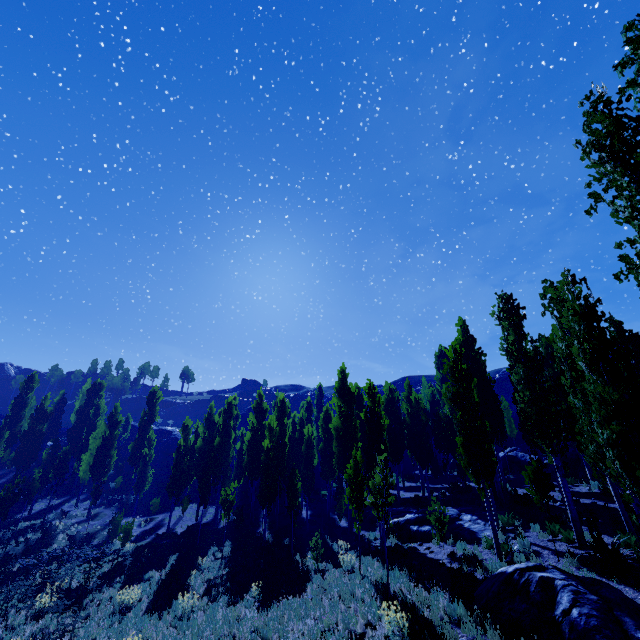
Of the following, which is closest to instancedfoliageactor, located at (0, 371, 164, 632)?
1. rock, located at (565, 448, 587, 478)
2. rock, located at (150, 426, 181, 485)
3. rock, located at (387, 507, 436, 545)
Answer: rock, located at (387, 507, 436, 545)

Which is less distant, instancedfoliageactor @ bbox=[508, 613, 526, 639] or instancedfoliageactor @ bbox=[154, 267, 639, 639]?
instancedfoliageactor @ bbox=[508, 613, 526, 639]

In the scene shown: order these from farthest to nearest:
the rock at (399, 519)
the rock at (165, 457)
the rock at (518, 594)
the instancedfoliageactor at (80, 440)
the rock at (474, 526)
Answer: the rock at (165, 457)
the instancedfoliageactor at (80, 440)
the rock at (399, 519)
the rock at (474, 526)
the rock at (518, 594)

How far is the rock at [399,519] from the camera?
16.2m

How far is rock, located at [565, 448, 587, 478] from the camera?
23.2m

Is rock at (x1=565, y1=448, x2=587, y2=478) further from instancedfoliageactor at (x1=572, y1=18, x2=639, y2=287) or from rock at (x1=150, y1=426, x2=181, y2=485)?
rock at (x1=150, y1=426, x2=181, y2=485)

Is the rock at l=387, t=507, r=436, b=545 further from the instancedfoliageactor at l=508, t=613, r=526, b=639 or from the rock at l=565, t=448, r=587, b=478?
the rock at l=565, t=448, r=587, b=478

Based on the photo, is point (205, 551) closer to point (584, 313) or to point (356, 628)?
point (356, 628)
